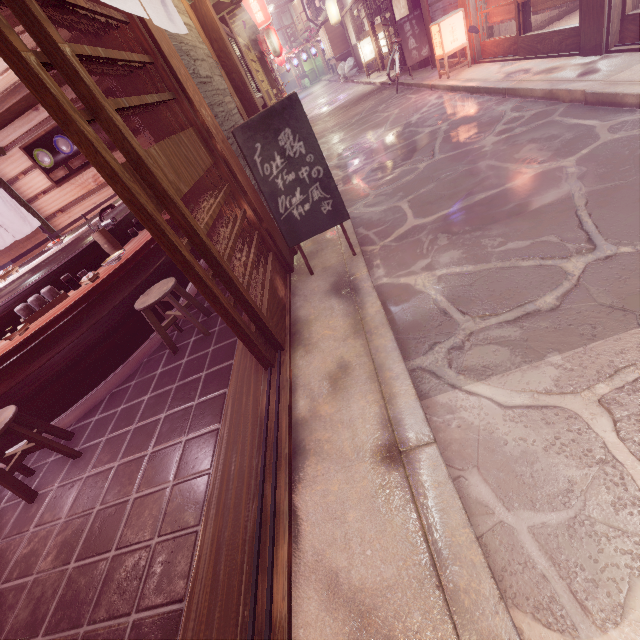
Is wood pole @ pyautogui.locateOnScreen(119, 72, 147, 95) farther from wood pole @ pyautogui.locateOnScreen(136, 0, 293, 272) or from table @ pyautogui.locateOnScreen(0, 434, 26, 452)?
table @ pyautogui.locateOnScreen(0, 434, 26, 452)

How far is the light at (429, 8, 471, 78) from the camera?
12.9 meters

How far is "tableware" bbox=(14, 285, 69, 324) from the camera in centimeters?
553cm

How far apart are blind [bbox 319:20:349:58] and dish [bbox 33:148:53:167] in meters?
38.9

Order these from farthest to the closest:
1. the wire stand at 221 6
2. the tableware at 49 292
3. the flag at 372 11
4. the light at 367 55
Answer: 1. the light at 367 55
2. the flag at 372 11
3. the wire stand at 221 6
4. the tableware at 49 292

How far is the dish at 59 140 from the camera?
8.59m

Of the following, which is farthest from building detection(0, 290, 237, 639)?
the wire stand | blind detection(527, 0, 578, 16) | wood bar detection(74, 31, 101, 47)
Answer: blind detection(527, 0, 578, 16)

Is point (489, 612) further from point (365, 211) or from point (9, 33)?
point (365, 211)
